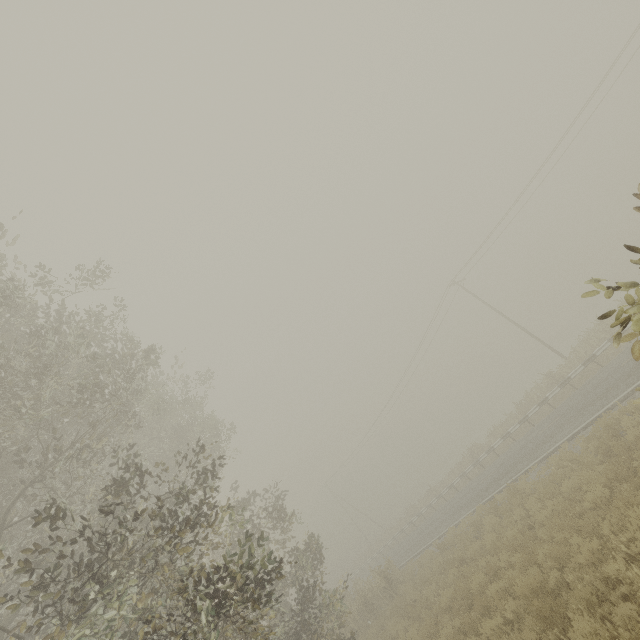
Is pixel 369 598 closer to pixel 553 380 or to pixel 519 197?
pixel 553 380
